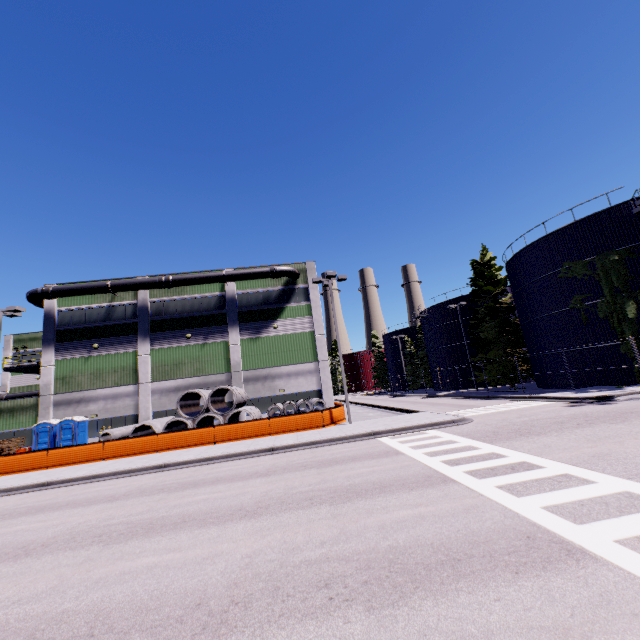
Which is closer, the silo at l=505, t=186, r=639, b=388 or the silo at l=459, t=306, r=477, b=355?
the silo at l=505, t=186, r=639, b=388

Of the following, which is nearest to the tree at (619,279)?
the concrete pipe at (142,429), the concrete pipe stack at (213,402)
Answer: the concrete pipe stack at (213,402)

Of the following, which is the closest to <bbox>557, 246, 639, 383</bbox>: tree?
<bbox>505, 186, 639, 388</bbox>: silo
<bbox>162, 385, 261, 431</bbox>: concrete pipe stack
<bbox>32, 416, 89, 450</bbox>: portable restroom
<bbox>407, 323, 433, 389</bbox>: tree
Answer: <bbox>505, 186, 639, 388</bbox>: silo

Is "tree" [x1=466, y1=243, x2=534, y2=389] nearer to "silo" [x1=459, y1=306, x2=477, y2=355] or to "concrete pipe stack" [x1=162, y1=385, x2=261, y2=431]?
"silo" [x1=459, y1=306, x2=477, y2=355]

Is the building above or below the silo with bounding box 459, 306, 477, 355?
below

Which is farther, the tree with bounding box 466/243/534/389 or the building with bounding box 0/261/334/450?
the tree with bounding box 466/243/534/389

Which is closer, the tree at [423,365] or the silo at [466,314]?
the silo at [466,314]

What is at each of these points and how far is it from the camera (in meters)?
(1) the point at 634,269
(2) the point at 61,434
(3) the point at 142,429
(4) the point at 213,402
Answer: (1) silo, 21.33
(2) portable restroom, 25.03
(3) concrete pipe, 23.67
(4) concrete pipe stack, 23.58
